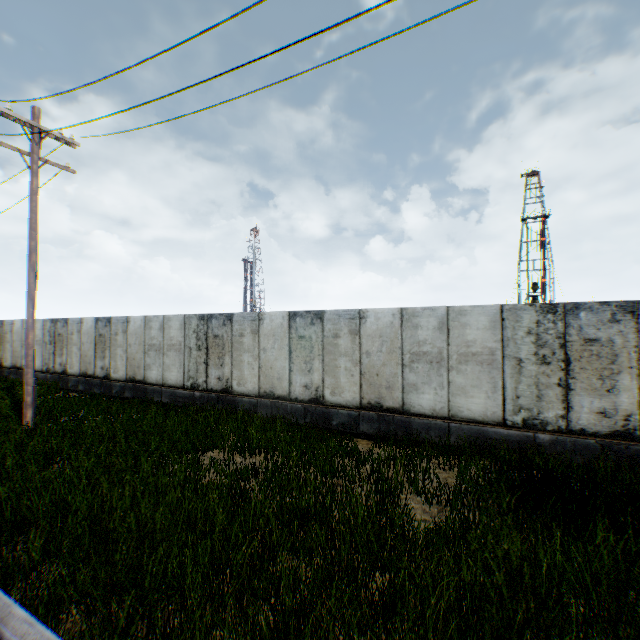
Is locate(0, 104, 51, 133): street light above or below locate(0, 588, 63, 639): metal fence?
above

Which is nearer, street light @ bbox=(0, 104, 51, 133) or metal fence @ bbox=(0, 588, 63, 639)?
metal fence @ bbox=(0, 588, 63, 639)

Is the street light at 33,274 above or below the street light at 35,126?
below

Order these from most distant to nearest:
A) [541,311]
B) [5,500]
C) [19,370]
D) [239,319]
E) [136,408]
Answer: [19,370], [136,408], [239,319], [541,311], [5,500]

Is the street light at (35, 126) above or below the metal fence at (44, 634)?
above

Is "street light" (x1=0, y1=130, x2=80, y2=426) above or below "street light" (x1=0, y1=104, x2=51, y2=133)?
below
